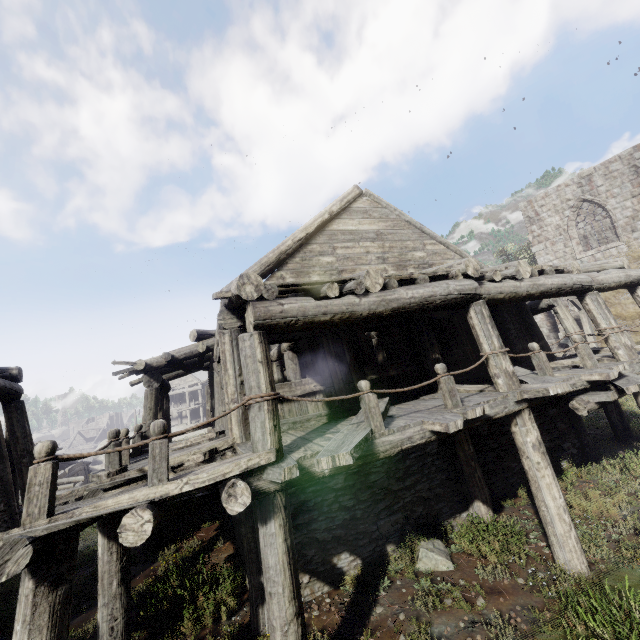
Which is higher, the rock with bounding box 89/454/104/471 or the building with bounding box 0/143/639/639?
the building with bounding box 0/143/639/639

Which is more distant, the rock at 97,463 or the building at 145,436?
the rock at 97,463

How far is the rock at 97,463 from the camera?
42.11m

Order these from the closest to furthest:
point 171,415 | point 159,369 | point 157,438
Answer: point 157,438 → point 159,369 → point 171,415

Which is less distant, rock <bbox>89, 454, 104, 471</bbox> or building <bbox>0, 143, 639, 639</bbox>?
building <bbox>0, 143, 639, 639</bbox>

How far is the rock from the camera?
42.1m
